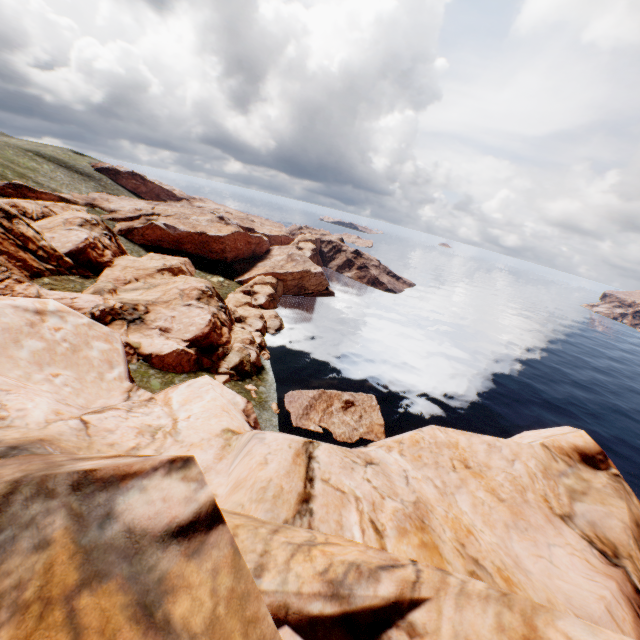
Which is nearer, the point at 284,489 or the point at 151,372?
the point at 284,489
